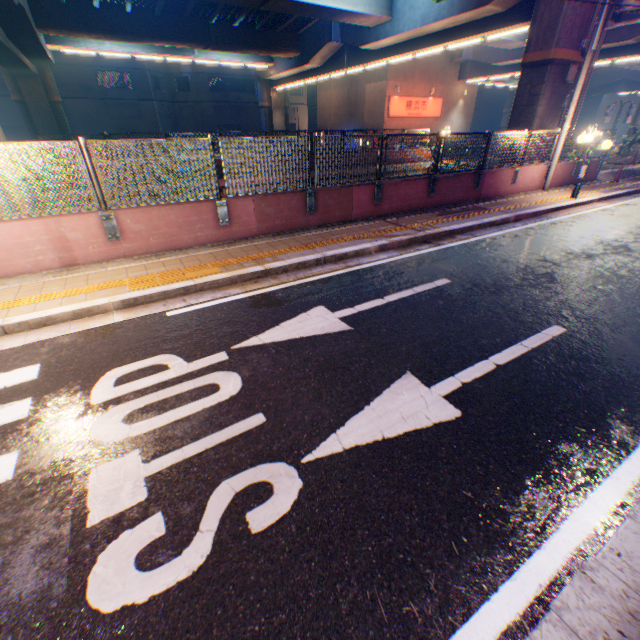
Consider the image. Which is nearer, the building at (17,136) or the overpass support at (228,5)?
the overpass support at (228,5)

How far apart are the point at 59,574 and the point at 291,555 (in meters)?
1.59

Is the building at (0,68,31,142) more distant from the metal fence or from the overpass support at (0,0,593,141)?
the metal fence

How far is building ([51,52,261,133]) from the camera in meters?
35.5 m

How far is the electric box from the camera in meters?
13.6 m

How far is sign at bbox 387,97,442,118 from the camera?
29.0m

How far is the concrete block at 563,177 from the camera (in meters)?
14.01

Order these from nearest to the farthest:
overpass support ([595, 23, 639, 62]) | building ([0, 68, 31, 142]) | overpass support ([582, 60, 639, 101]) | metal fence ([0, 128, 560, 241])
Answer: metal fence ([0, 128, 560, 241]) < overpass support ([595, 23, 639, 62]) < building ([0, 68, 31, 142]) < overpass support ([582, 60, 639, 101])
